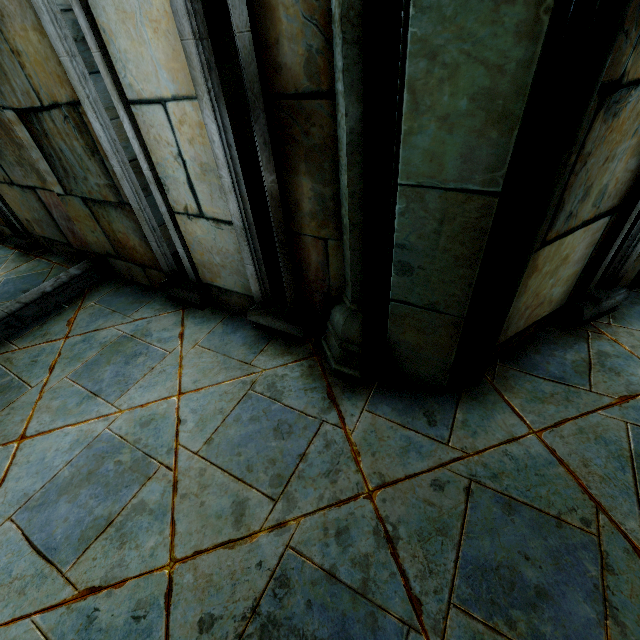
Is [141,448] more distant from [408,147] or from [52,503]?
[408,147]
